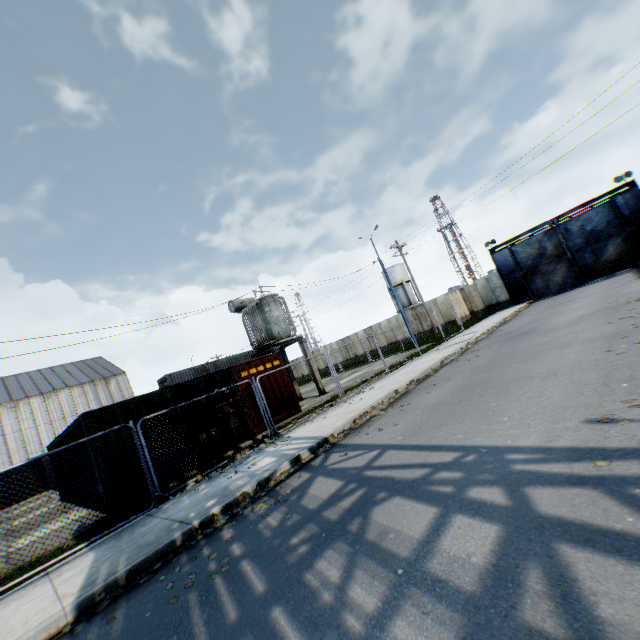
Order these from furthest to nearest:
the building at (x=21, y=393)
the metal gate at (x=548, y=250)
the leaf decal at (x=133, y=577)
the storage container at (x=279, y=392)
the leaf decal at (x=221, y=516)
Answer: the building at (x=21, y=393), the metal gate at (x=548, y=250), the storage container at (x=279, y=392), the leaf decal at (x=221, y=516), the leaf decal at (x=133, y=577)

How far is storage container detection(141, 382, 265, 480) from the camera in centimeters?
1058cm

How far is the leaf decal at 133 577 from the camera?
4.84m

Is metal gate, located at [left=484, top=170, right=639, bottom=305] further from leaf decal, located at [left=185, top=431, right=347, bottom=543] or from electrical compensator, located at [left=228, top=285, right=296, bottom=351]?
leaf decal, located at [left=185, top=431, right=347, bottom=543]

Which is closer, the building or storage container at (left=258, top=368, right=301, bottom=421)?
storage container at (left=258, top=368, right=301, bottom=421)

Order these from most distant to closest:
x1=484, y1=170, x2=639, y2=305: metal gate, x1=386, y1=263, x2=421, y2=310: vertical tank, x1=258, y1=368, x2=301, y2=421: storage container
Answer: x1=386, y1=263, x2=421, y2=310: vertical tank < x1=484, y1=170, x2=639, y2=305: metal gate < x1=258, y1=368, x2=301, y2=421: storage container

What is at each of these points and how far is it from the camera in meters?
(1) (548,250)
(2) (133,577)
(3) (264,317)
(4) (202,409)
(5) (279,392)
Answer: (1) metal gate, 28.8
(2) leaf decal, 4.9
(3) electrical compensator, 18.5
(4) storage container, 11.9
(5) storage container, 14.5

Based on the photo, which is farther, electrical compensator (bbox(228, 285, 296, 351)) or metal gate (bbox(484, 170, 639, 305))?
metal gate (bbox(484, 170, 639, 305))
